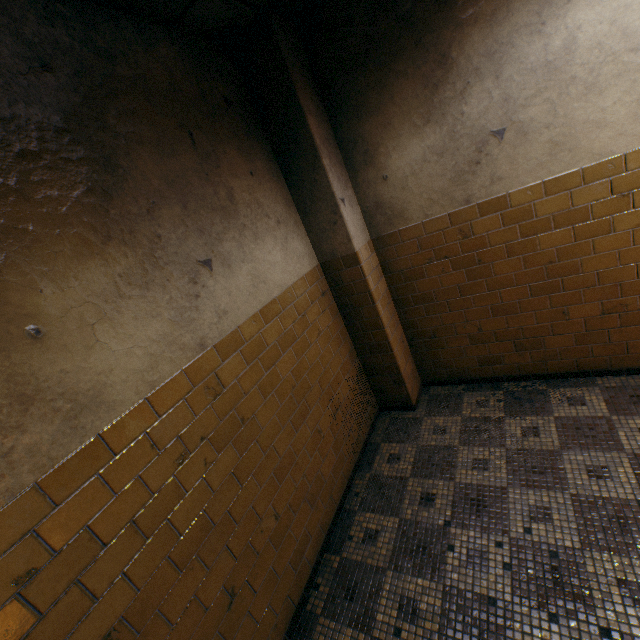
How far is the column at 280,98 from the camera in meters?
2.7 m

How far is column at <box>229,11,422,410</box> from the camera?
2.70m

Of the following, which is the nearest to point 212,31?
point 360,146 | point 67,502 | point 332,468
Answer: point 360,146
